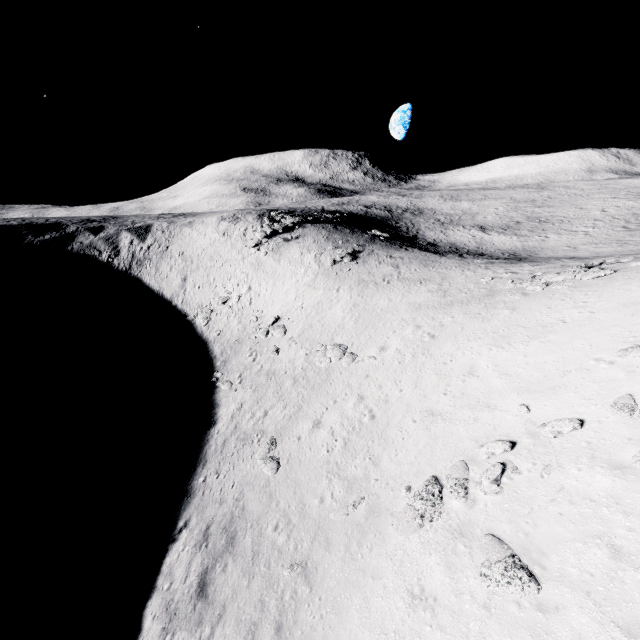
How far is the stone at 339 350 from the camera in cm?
2588

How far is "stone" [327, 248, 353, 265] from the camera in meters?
41.3 m

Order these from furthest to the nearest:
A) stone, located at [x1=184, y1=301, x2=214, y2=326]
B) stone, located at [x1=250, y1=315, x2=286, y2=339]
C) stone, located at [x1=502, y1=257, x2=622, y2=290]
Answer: stone, located at [x1=184, y1=301, x2=214, y2=326]
stone, located at [x1=250, y1=315, x2=286, y2=339]
stone, located at [x1=502, y1=257, x2=622, y2=290]

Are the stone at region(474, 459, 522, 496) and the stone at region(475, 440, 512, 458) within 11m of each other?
yes

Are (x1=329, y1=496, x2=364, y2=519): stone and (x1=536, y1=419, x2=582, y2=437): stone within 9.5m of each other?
yes

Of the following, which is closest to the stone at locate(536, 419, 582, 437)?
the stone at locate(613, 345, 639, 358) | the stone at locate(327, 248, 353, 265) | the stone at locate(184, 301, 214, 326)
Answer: the stone at locate(613, 345, 639, 358)

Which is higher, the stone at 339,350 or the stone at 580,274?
the stone at 580,274

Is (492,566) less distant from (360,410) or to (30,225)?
(360,410)
